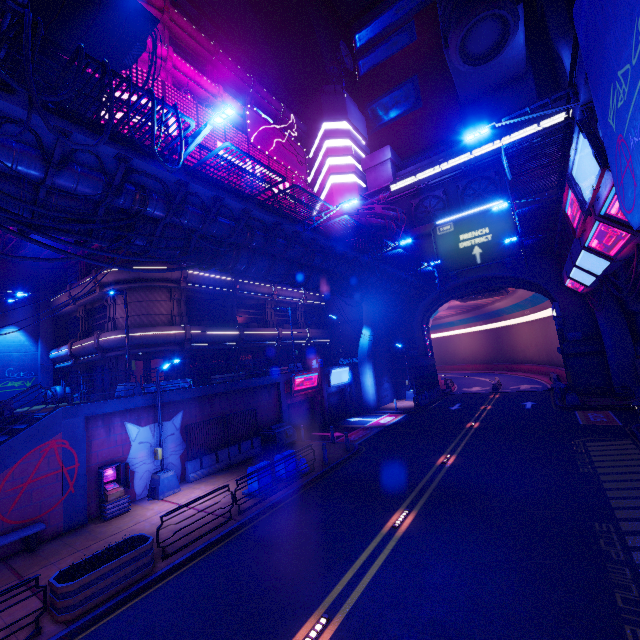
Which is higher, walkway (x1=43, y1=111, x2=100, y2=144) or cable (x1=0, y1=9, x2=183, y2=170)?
walkway (x1=43, y1=111, x2=100, y2=144)

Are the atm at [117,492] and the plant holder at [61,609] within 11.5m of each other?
yes

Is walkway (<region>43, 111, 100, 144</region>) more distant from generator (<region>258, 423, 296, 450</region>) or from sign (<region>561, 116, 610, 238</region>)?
sign (<region>561, 116, 610, 238</region>)

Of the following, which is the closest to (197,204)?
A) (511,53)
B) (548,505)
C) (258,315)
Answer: (548,505)

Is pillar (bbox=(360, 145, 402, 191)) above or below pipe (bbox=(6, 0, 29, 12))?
above

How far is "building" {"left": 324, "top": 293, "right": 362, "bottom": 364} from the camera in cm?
3838

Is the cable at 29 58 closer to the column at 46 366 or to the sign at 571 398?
the sign at 571 398

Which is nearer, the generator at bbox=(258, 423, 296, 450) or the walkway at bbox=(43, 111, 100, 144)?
the walkway at bbox=(43, 111, 100, 144)
